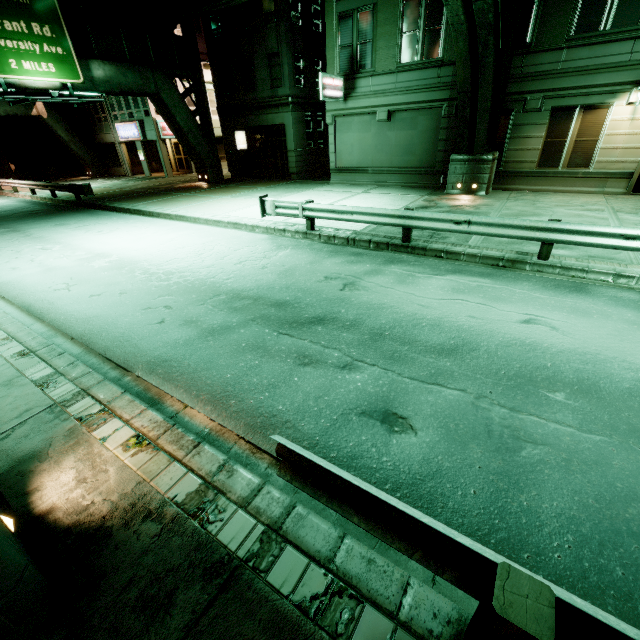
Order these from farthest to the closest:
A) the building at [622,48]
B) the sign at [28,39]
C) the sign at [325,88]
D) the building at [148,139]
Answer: the building at [148,139] < the sign at [325,88] < the sign at [28,39] < the building at [622,48]

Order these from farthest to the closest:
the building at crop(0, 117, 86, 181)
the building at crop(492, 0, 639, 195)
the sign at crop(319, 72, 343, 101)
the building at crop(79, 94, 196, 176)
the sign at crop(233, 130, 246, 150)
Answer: the building at crop(0, 117, 86, 181), the building at crop(79, 94, 196, 176), the sign at crop(233, 130, 246, 150), the sign at crop(319, 72, 343, 101), the building at crop(492, 0, 639, 195)

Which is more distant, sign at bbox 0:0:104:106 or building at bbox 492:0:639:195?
sign at bbox 0:0:104:106

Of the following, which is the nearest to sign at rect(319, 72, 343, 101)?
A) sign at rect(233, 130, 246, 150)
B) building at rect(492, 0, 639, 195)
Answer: building at rect(492, 0, 639, 195)

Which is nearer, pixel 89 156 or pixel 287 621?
pixel 287 621

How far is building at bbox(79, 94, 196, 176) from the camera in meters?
28.0

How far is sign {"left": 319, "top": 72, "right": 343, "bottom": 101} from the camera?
16.2 meters

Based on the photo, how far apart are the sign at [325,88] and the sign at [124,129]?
20.2m
